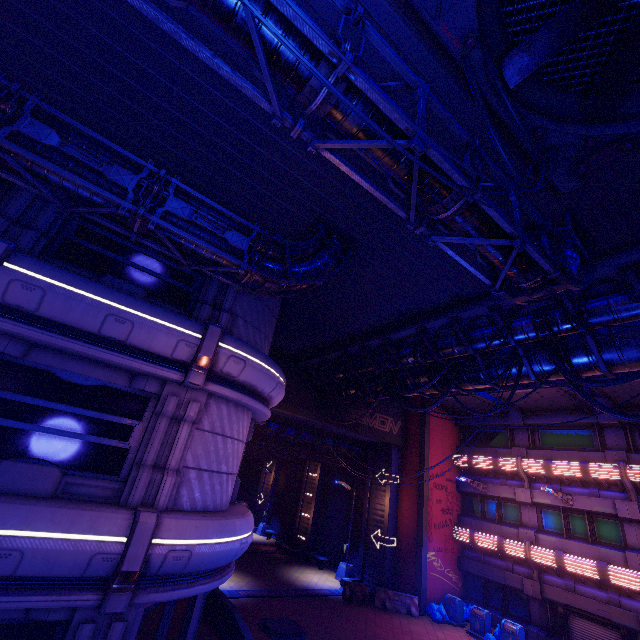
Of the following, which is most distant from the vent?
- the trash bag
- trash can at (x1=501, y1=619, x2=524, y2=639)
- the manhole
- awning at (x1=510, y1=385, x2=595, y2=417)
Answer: the trash bag

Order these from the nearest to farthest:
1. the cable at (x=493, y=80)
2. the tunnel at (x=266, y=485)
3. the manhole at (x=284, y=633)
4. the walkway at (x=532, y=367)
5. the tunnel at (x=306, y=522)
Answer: the cable at (x=493, y=80)
the walkway at (x=532, y=367)
the manhole at (x=284, y=633)
the tunnel at (x=306, y=522)
the tunnel at (x=266, y=485)

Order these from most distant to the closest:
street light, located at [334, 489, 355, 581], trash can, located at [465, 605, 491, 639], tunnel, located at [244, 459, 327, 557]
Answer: tunnel, located at [244, 459, 327, 557] → street light, located at [334, 489, 355, 581] → trash can, located at [465, 605, 491, 639]

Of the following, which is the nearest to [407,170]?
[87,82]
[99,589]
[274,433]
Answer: [87,82]

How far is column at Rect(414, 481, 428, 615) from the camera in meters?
19.0 m

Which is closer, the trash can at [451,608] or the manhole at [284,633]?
the manhole at [284,633]

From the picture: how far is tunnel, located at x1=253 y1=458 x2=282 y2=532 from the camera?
34.4 meters

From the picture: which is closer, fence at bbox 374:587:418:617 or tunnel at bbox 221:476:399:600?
tunnel at bbox 221:476:399:600
